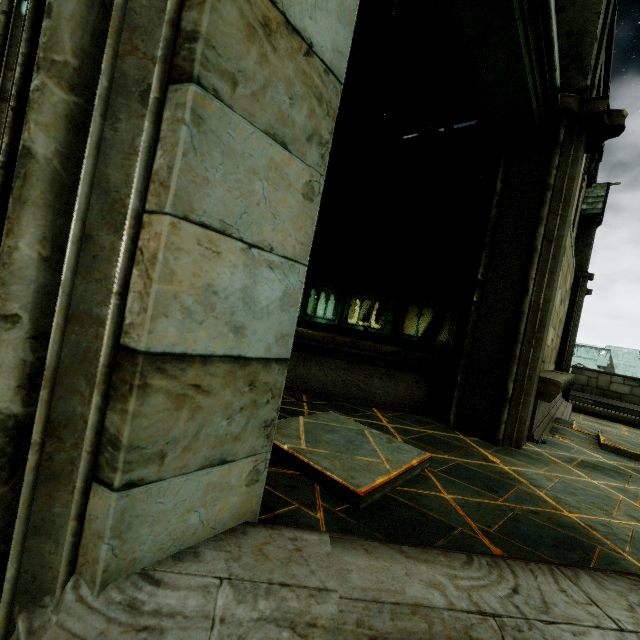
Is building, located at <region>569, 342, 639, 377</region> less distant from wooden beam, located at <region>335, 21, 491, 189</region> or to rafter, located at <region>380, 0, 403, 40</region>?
wooden beam, located at <region>335, 21, 491, 189</region>

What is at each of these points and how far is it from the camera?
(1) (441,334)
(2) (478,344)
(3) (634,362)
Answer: (1) building, 42.6 meters
(2) stone column, 3.9 meters
(3) building, 33.1 meters

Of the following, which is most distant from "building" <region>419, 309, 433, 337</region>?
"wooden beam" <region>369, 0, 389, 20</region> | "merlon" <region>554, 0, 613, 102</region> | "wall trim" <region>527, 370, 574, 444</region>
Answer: "merlon" <region>554, 0, 613, 102</region>

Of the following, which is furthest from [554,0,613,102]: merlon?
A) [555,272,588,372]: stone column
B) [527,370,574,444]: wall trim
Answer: [555,272,588,372]: stone column

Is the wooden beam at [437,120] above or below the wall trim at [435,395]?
above

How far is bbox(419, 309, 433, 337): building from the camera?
43.7 meters

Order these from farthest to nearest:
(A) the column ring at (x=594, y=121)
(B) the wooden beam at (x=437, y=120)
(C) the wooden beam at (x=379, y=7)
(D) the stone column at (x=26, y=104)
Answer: (B) the wooden beam at (x=437, y=120) < (C) the wooden beam at (x=379, y=7) < (A) the column ring at (x=594, y=121) < (D) the stone column at (x=26, y=104)

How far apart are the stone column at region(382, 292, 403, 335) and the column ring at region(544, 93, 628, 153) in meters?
15.3
